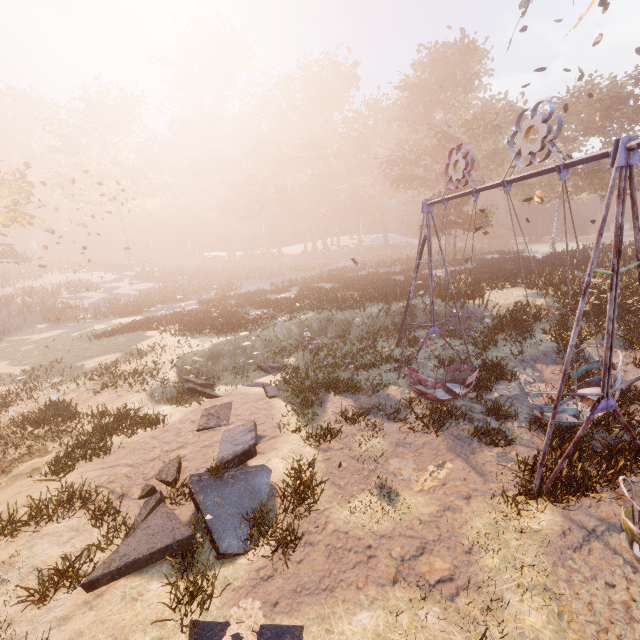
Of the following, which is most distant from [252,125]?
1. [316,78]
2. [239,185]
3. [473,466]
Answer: → [473,466]

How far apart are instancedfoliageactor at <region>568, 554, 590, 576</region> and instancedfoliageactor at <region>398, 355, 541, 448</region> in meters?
5.0 m

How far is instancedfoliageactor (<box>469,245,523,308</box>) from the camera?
19.2 meters

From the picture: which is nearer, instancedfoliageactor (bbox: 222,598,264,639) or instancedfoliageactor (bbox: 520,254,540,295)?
instancedfoliageactor (bbox: 222,598,264,639)

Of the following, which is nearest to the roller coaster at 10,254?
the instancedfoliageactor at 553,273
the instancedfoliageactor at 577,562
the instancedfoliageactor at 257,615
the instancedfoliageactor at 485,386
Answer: the instancedfoliageactor at 553,273

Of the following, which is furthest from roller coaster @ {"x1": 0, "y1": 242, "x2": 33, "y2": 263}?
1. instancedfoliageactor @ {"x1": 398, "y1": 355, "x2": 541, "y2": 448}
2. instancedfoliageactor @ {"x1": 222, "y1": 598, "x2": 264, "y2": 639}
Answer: instancedfoliageactor @ {"x1": 398, "y1": 355, "x2": 541, "y2": 448}

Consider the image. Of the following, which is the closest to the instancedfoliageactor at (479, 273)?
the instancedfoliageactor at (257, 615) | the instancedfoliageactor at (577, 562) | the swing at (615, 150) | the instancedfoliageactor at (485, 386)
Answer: the swing at (615, 150)

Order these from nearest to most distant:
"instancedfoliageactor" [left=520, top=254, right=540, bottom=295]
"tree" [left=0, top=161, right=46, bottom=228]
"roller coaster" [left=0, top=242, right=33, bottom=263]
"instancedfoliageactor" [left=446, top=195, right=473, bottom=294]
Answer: "instancedfoliageactor" [left=520, top=254, right=540, bottom=295] < "tree" [left=0, top=161, right=46, bottom=228] < "instancedfoliageactor" [left=446, top=195, right=473, bottom=294] < "roller coaster" [left=0, top=242, right=33, bottom=263]
